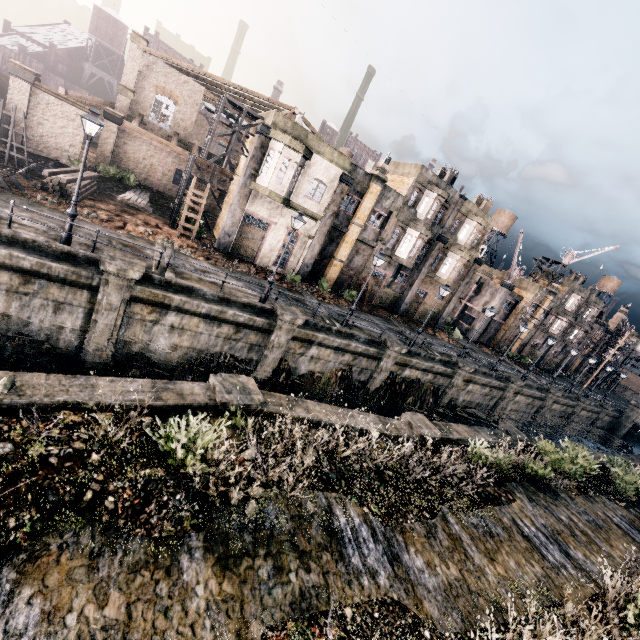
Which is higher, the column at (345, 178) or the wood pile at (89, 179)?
the column at (345, 178)

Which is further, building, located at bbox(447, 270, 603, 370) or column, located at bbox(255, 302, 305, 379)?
building, located at bbox(447, 270, 603, 370)

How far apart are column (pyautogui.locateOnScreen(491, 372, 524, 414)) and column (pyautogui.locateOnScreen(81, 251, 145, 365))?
33.72m

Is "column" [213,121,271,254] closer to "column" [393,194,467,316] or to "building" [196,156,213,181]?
"building" [196,156,213,181]

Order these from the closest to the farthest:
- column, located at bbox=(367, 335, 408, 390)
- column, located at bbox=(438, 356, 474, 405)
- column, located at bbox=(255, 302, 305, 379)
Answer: column, located at bbox=(255, 302, 305, 379), column, located at bbox=(367, 335, 408, 390), column, located at bbox=(438, 356, 474, 405)

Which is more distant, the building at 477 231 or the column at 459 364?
the building at 477 231

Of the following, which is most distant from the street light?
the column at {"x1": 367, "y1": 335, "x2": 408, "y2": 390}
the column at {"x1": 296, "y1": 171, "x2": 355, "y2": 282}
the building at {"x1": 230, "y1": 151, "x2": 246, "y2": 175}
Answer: the building at {"x1": 230, "y1": 151, "x2": 246, "y2": 175}

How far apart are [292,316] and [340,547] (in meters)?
12.27
